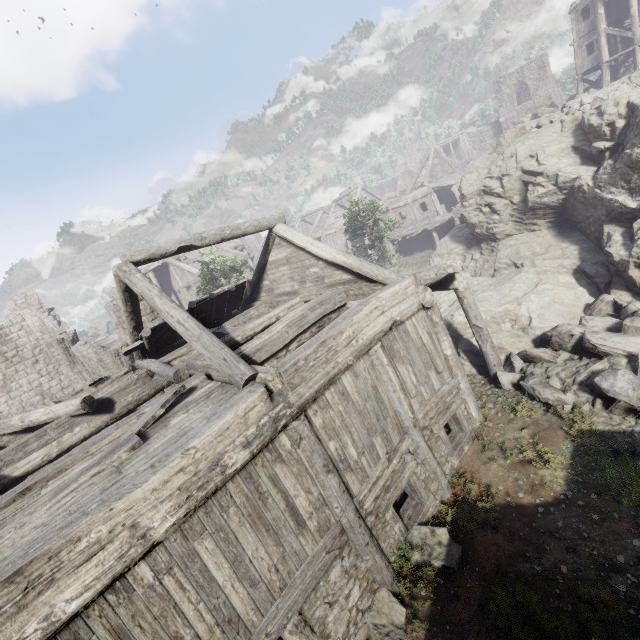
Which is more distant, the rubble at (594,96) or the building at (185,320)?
the rubble at (594,96)

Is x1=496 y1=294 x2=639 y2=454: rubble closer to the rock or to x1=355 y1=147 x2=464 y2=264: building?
the rock

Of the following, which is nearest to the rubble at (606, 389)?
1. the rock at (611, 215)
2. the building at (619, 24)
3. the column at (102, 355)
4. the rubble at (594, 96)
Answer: the rock at (611, 215)

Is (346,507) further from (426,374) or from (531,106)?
(531,106)

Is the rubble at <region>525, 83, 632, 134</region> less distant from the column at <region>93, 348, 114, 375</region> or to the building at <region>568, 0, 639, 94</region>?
the building at <region>568, 0, 639, 94</region>

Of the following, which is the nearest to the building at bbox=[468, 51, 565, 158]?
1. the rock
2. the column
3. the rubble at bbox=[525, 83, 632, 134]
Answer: the rock

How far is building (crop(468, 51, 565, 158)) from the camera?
40.13m
